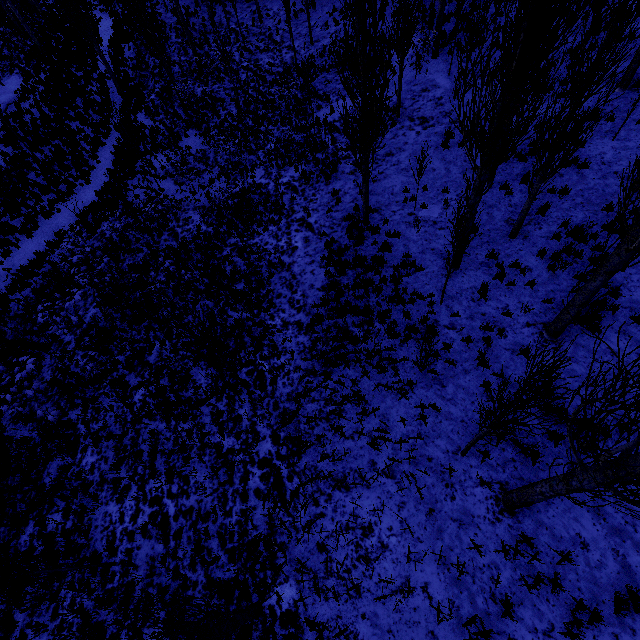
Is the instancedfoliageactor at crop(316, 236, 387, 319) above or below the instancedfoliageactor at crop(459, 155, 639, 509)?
below

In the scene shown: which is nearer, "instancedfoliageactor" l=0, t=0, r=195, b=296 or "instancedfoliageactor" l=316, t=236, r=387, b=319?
"instancedfoliageactor" l=316, t=236, r=387, b=319

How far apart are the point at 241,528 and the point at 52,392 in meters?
8.5 m

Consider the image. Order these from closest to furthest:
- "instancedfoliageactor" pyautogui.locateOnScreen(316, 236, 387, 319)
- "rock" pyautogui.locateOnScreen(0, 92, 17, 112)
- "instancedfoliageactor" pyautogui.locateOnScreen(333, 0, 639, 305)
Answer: "instancedfoliageactor" pyautogui.locateOnScreen(333, 0, 639, 305) < "instancedfoliageactor" pyautogui.locateOnScreen(316, 236, 387, 319) < "rock" pyautogui.locateOnScreen(0, 92, 17, 112)

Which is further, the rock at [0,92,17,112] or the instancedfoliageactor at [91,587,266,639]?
the rock at [0,92,17,112]

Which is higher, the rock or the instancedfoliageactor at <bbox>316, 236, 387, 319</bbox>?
the rock

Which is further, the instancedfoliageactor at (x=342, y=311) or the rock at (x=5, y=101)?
the rock at (x=5, y=101)

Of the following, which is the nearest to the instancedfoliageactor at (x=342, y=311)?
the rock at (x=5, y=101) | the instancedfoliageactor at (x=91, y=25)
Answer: the instancedfoliageactor at (x=91, y=25)
